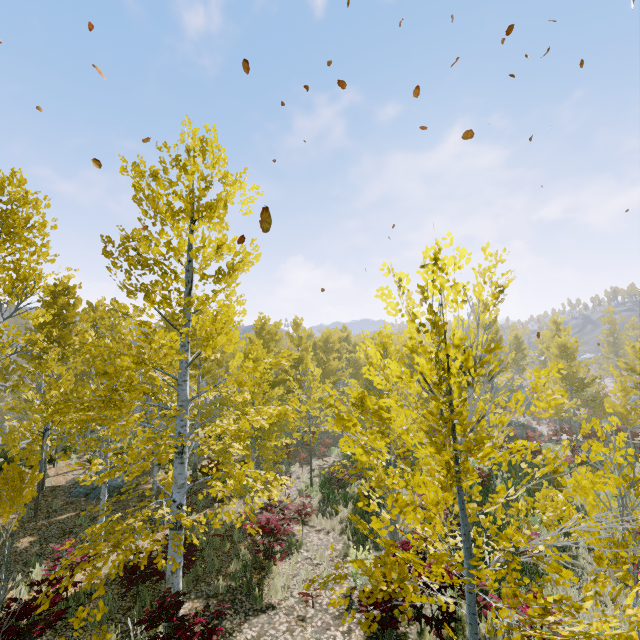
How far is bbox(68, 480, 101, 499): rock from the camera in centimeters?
1347cm

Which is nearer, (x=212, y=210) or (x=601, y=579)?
(x=601, y=579)

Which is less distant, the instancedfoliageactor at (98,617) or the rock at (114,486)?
the instancedfoliageactor at (98,617)

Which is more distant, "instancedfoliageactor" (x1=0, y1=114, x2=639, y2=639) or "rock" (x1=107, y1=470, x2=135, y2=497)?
"rock" (x1=107, y1=470, x2=135, y2=497)

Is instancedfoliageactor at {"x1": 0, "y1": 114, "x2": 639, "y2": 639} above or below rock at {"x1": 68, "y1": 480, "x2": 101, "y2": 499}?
above
